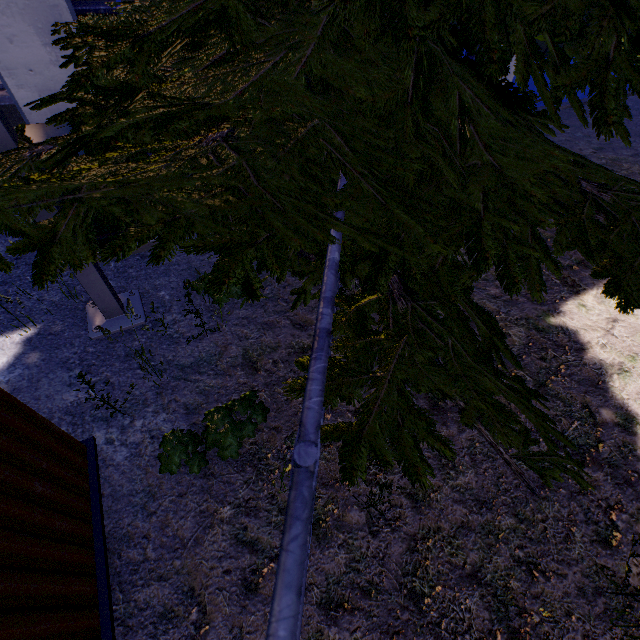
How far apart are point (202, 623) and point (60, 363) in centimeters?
249cm

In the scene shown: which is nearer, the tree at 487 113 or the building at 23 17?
the tree at 487 113

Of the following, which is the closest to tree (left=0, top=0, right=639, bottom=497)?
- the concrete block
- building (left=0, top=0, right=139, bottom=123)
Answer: building (left=0, top=0, right=139, bottom=123)

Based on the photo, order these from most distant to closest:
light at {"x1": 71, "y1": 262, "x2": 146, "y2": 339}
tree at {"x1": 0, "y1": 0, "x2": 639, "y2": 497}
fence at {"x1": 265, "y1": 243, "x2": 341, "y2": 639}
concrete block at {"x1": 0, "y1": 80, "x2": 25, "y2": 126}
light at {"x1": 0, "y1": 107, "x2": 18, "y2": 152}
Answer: concrete block at {"x1": 0, "y1": 80, "x2": 25, "y2": 126} → light at {"x1": 71, "y1": 262, "x2": 146, "y2": 339} → light at {"x1": 0, "y1": 107, "x2": 18, "y2": 152} → tree at {"x1": 0, "y1": 0, "x2": 639, "y2": 497} → fence at {"x1": 265, "y1": 243, "x2": 341, "y2": 639}

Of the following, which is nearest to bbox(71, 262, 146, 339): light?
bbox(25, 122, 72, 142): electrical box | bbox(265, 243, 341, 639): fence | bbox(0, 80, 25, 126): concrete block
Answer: bbox(25, 122, 72, 142): electrical box

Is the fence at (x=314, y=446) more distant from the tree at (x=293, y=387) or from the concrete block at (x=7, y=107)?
the concrete block at (x=7, y=107)

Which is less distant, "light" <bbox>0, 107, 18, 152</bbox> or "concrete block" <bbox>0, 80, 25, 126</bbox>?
"light" <bbox>0, 107, 18, 152</bbox>
